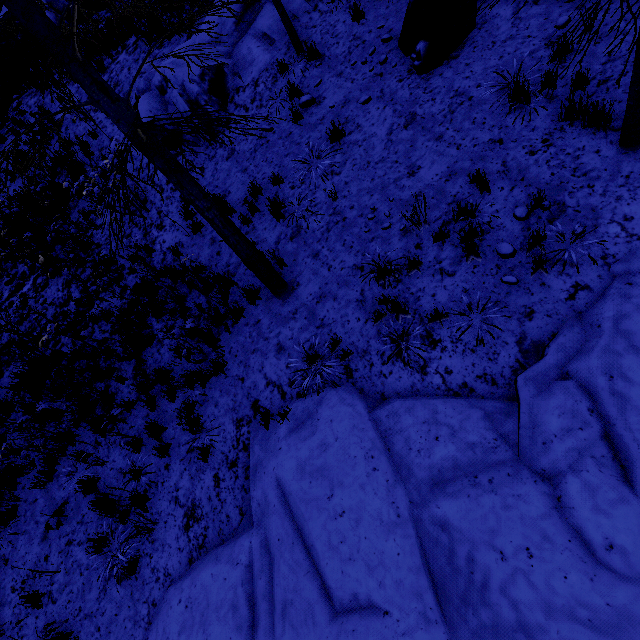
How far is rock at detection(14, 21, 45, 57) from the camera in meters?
14.3

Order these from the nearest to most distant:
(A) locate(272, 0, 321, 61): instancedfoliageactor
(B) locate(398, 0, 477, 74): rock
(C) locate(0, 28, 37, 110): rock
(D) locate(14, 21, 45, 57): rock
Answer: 1. (B) locate(398, 0, 477, 74): rock
2. (A) locate(272, 0, 321, 61): instancedfoliageactor
3. (C) locate(0, 28, 37, 110): rock
4. (D) locate(14, 21, 45, 57): rock

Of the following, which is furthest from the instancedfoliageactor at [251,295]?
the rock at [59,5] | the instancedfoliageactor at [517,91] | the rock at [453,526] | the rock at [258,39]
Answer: the rock at [59,5]

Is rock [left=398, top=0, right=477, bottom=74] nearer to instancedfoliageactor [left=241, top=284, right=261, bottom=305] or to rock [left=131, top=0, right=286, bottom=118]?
rock [left=131, top=0, right=286, bottom=118]

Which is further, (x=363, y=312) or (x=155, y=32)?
(x=155, y=32)

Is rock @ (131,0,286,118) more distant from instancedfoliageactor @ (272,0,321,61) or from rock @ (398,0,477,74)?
rock @ (398,0,477,74)

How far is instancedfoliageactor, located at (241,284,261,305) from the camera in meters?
A: 6.2

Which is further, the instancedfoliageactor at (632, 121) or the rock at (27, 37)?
the rock at (27, 37)
